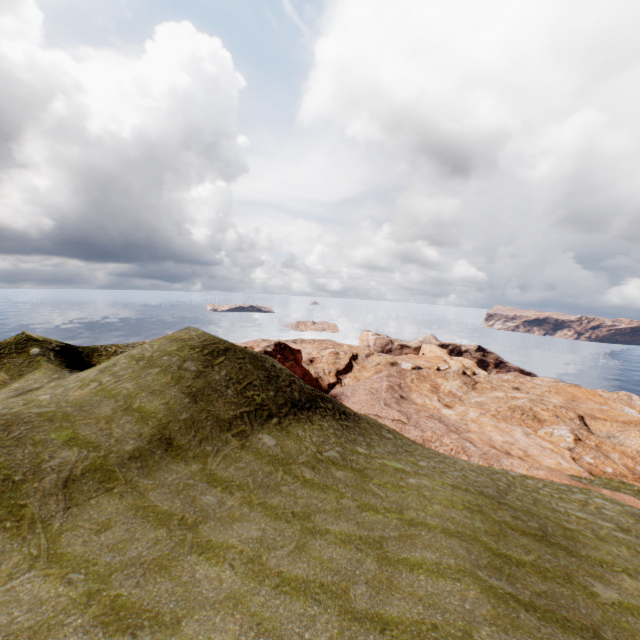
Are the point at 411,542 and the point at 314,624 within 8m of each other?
yes
